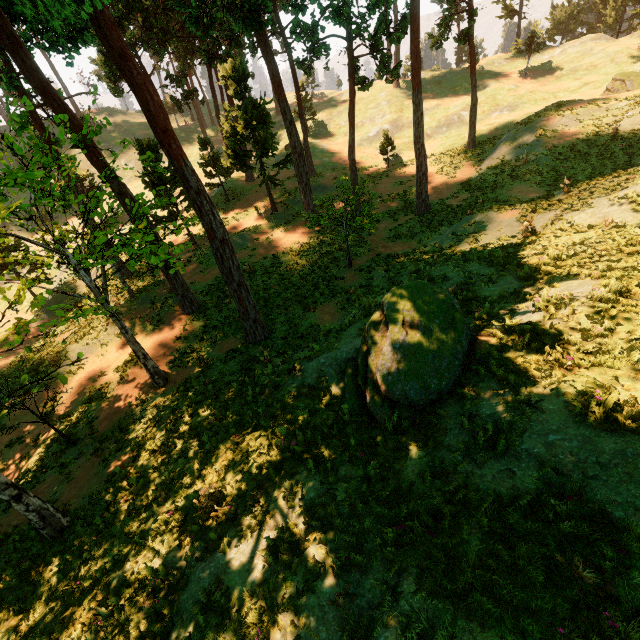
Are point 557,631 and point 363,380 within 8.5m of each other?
yes

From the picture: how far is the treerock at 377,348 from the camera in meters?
7.7

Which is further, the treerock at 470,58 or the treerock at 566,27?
the treerock at 566,27

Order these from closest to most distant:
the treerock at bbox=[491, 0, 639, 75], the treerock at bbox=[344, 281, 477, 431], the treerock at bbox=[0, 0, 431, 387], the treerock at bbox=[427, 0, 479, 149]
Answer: the treerock at bbox=[344, 281, 477, 431] → the treerock at bbox=[0, 0, 431, 387] → the treerock at bbox=[427, 0, 479, 149] → the treerock at bbox=[491, 0, 639, 75]

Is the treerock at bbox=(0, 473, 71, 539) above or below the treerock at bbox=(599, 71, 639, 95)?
below

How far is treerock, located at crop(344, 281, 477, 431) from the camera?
7.7 meters

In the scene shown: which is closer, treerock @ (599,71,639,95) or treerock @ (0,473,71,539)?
treerock @ (0,473,71,539)
